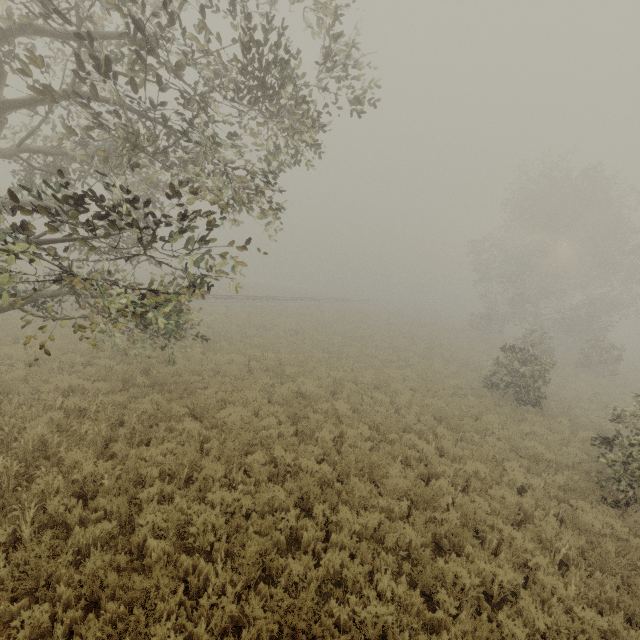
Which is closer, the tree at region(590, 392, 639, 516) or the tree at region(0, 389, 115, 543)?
the tree at region(0, 389, 115, 543)

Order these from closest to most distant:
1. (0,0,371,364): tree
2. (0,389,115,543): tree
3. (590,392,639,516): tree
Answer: (0,0,371,364): tree, (0,389,115,543): tree, (590,392,639,516): tree

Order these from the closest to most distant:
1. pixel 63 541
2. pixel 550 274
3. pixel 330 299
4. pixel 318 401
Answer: pixel 63 541
pixel 318 401
pixel 550 274
pixel 330 299

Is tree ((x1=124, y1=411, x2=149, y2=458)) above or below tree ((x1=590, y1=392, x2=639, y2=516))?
below

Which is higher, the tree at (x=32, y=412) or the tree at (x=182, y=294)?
the tree at (x=182, y=294)

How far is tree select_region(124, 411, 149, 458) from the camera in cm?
732

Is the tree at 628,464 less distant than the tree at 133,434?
No
